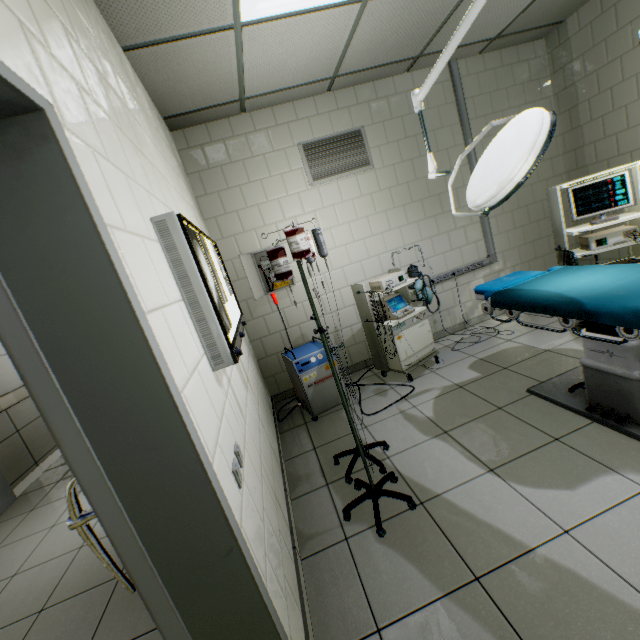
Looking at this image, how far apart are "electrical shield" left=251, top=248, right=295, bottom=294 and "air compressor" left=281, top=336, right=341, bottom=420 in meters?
0.7 m

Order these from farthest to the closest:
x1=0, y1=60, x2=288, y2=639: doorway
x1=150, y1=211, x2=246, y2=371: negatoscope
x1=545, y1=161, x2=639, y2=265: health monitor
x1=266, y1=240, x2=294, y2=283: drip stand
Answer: x1=545, y1=161, x2=639, y2=265: health monitor, x1=266, y1=240, x2=294, y2=283: drip stand, x1=150, y1=211, x2=246, y2=371: negatoscope, x1=0, y1=60, x2=288, y2=639: doorway

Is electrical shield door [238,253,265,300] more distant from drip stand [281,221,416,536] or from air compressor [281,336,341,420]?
drip stand [281,221,416,536]

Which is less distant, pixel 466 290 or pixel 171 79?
pixel 171 79

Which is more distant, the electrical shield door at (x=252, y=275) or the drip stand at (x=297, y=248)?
the electrical shield door at (x=252, y=275)

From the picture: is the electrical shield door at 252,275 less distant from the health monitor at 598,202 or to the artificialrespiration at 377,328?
the artificialrespiration at 377,328

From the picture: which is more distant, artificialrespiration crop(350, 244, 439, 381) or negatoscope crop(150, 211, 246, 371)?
artificialrespiration crop(350, 244, 439, 381)

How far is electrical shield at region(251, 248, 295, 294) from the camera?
3.7 meters
